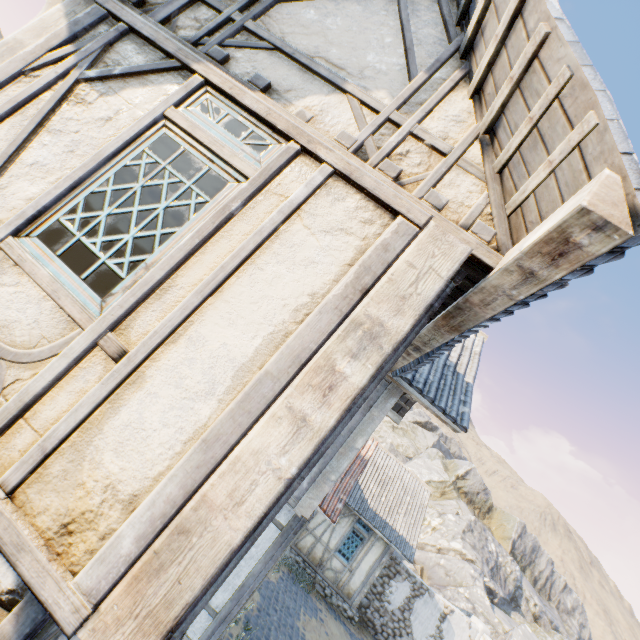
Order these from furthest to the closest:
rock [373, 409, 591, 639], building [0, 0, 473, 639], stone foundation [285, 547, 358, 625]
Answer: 1. rock [373, 409, 591, 639]
2. stone foundation [285, 547, 358, 625]
3. building [0, 0, 473, 639]

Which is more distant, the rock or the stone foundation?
the rock

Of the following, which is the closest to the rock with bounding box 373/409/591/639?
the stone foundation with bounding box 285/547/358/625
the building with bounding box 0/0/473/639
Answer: the stone foundation with bounding box 285/547/358/625

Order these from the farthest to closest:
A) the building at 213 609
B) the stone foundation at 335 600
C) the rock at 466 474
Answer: the rock at 466 474
the stone foundation at 335 600
the building at 213 609

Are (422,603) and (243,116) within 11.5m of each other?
no

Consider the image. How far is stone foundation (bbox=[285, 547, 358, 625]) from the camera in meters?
13.4

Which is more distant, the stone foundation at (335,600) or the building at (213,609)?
the stone foundation at (335,600)
